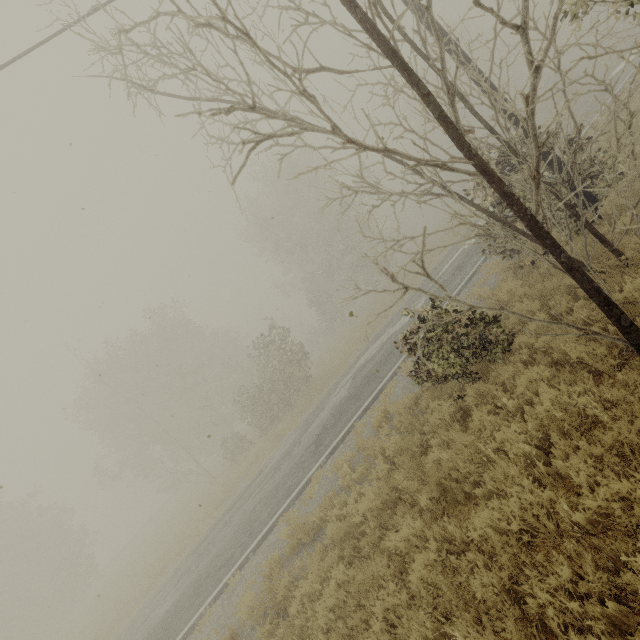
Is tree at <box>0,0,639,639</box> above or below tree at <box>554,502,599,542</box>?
above

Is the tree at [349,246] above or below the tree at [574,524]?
above

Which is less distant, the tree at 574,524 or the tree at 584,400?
the tree at 574,524

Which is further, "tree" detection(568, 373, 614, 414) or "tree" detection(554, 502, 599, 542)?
"tree" detection(568, 373, 614, 414)

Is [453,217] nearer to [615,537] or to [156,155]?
[615,537]

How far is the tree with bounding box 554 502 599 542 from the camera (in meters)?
3.38
